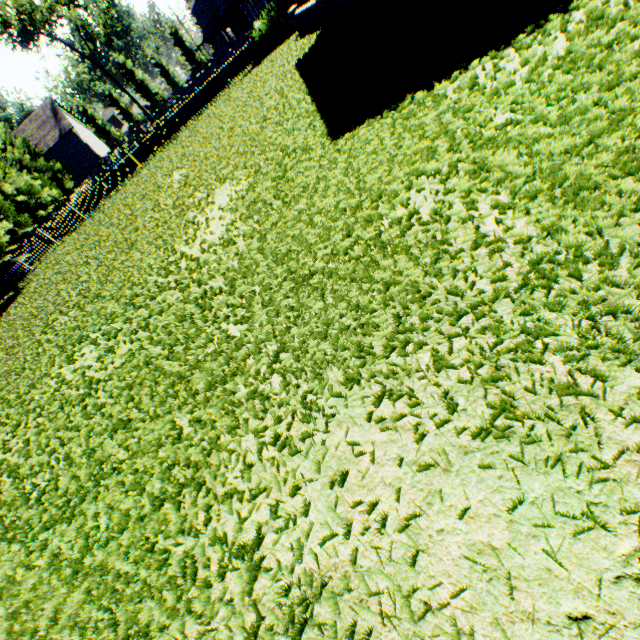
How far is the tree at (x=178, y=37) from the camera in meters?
57.6

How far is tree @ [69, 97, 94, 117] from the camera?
Result: 58.2m

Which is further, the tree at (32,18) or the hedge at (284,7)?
the tree at (32,18)

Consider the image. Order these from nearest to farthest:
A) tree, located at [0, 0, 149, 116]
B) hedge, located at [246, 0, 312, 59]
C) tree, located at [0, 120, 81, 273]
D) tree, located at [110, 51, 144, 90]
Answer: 1. hedge, located at [246, 0, 312, 59]
2. tree, located at [0, 120, 81, 273]
3. tree, located at [0, 0, 149, 116]
4. tree, located at [110, 51, 144, 90]

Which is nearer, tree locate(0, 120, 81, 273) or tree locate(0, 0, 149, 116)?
tree locate(0, 120, 81, 273)

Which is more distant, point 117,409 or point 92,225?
point 92,225
